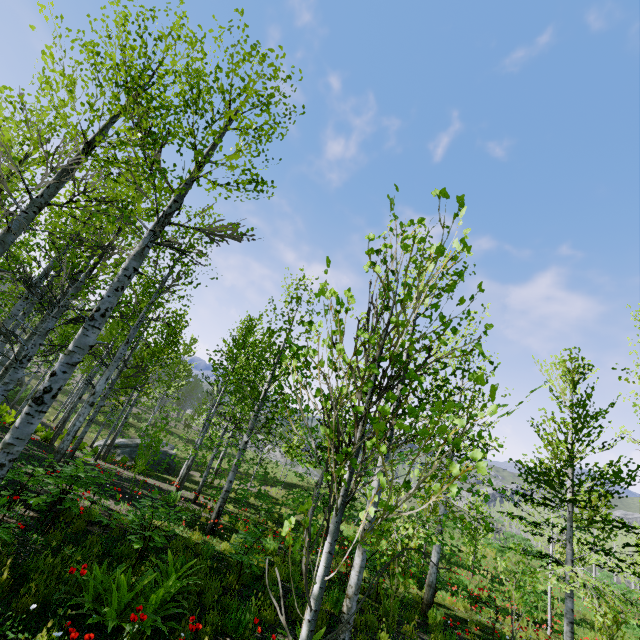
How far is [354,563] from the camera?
5.7 meters

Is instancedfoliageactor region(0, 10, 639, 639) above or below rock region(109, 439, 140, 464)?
above

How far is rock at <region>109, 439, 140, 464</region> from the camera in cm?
2043

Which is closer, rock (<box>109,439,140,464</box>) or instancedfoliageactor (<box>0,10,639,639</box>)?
instancedfoliageactor (<box>0,10,639,639</box>)

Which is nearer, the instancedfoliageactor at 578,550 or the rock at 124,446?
the instancedfoliageactor at 578,550

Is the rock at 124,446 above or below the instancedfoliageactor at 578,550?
below
